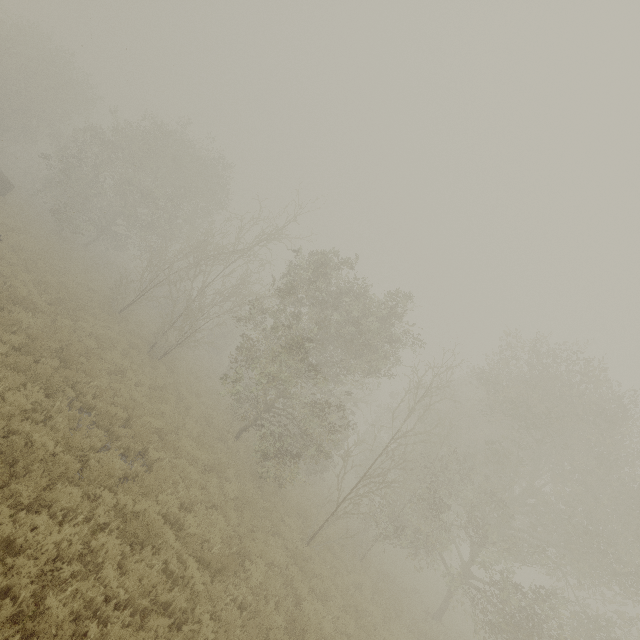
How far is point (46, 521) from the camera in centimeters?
578cm
